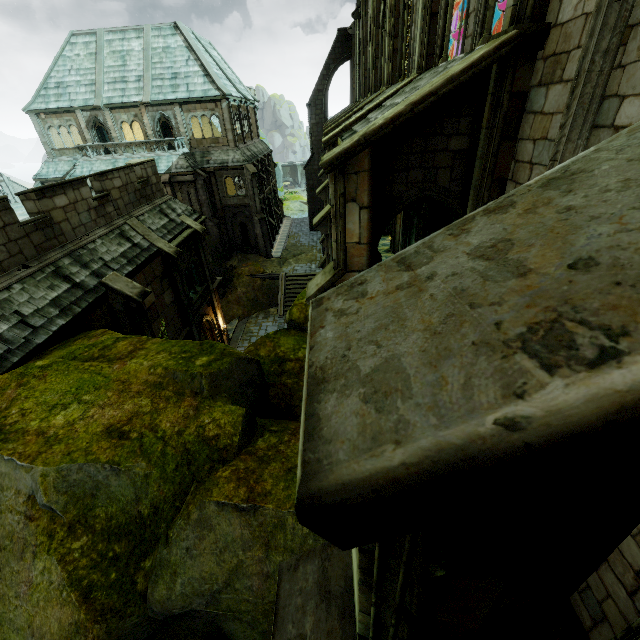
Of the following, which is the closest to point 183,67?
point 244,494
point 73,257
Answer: point 73,257

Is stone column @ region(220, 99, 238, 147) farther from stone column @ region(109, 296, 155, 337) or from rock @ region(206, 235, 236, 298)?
stone column @ region(109, 296, 155, 337)

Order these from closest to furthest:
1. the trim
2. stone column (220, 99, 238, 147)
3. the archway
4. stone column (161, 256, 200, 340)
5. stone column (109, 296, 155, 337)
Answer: the archway
stone column (109, 296, 155, 337)
the trim
stone column (161, 256, 200, 340)
stone column (220, 99, 238, 147)

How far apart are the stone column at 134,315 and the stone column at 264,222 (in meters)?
26.76

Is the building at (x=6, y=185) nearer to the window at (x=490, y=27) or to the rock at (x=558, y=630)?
the rock at (x=558, y=630)

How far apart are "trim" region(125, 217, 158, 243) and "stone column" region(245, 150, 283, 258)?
22.5 meters

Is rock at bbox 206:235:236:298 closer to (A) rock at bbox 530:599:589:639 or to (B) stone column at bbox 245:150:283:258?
(B) stone column at bbox 245:150:283:258

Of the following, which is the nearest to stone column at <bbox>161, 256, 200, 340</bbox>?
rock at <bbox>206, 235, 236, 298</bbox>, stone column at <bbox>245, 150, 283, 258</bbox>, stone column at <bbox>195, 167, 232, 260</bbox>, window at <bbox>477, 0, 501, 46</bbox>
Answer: rock at <bbox>206, 235, 236, 298</bbox>
